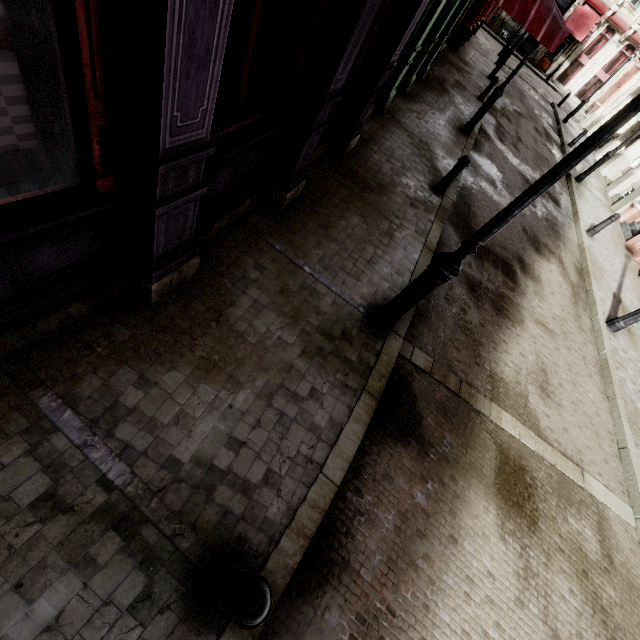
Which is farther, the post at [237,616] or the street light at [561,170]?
the street light at [561,170]

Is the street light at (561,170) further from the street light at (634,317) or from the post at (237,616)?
the street light at (634,317)

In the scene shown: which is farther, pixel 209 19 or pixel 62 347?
pixel 62 347

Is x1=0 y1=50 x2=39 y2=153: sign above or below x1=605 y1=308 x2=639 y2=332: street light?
above

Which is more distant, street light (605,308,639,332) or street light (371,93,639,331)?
street light (605,308,639,332)

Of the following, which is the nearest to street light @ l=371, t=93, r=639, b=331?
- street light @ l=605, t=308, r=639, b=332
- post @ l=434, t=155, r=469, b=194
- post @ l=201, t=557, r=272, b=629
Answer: post @ l=201, t=557, r=272, b=629

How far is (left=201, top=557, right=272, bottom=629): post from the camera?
1.75m

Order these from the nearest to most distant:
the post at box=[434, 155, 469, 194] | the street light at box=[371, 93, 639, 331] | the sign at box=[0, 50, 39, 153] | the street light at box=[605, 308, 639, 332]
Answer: the sign at box=[0, 50, 39, 153] < the street light at box=[371, 93, 639, 331] < the post at box=[434, 155, 469, 194] < the street light at box=[605, 308, 639, 332]
